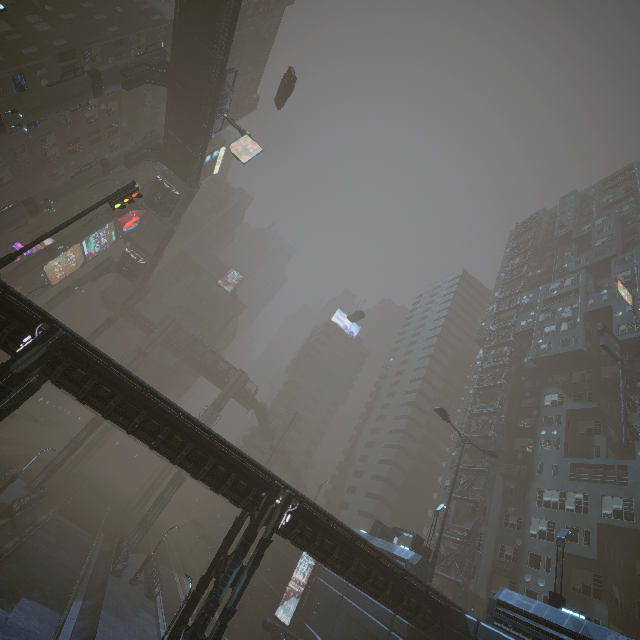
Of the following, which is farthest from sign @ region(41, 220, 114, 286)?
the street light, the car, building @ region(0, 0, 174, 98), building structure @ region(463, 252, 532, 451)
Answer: the street light

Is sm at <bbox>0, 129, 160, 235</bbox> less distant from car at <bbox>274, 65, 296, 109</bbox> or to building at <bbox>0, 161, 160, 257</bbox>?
building at <bbox>0, 161, 160, 257</bbox>

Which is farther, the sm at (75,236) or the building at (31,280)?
the building at (31,280)

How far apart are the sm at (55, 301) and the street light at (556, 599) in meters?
63.8

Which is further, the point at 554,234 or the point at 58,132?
the point at 554,234

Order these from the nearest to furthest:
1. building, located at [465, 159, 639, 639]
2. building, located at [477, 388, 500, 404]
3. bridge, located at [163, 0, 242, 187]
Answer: building, located at [465, 159, 639, 639] → bridge, located at [163, 0, 242, 187] → building, located at [477, 388, 500, 404]

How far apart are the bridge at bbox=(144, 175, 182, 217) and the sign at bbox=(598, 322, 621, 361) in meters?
53.3 m

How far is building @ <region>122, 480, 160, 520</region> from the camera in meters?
56.4
